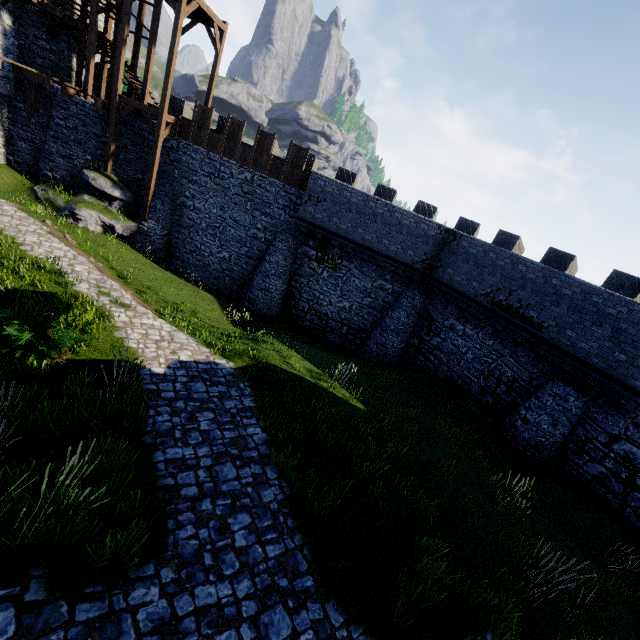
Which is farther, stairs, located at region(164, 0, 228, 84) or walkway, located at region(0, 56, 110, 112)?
walkway, located at region(0, 56, 110, 112)

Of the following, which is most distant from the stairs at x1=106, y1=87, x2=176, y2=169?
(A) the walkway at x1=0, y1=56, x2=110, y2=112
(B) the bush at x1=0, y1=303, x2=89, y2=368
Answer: (B) the bush at x1=0, y1=303, x2=89, y2=368

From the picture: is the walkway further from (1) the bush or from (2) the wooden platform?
(1) the bush

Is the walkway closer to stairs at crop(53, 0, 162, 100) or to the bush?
stairs at crop(53, 0, 162, 100)

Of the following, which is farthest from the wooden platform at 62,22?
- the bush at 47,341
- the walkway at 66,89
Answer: the bush at 47,341

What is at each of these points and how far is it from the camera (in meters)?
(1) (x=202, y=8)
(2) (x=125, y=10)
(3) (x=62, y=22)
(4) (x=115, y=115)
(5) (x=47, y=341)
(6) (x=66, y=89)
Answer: (1) stairs, 17.03
(2) stairs, 16.42
(3) wooden platform, 19.08
(4) stairs, 18.23
(5) bush, 7.23
(6) walkway, 18.16

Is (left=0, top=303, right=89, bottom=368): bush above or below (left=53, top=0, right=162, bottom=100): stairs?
below

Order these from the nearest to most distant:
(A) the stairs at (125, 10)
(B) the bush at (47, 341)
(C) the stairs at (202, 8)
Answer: (B) the bush at (47, 341)
(C) the stairs at (202, 8)
(A) the stairs at (125, 10)
